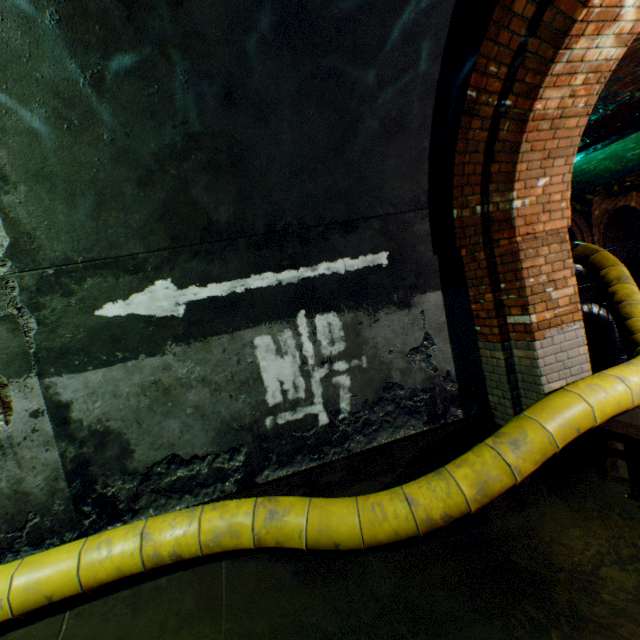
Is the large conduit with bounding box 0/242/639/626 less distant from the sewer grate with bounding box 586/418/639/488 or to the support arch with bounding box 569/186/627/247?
the sewer grate with bounding box 586/418/639/488

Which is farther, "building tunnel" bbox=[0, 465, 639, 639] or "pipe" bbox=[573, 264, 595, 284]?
"pipe" bbox=[573, 264, 595, 284]

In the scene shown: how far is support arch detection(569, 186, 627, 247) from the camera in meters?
15.1

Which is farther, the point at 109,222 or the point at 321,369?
the point at 321,369

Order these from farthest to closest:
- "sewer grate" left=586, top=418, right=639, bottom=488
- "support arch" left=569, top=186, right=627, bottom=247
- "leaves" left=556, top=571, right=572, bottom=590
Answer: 1. "support arch" left=569, top=186, right=627, bottom=247
2. "sewer grate" left=586, top=418, right=639, bottom=488
3. "leaves" left=556, top=571, right=572, bottom=590

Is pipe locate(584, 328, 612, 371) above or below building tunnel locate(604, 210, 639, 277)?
below

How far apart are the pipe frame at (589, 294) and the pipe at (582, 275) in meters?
0.3

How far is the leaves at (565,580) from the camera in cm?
212
